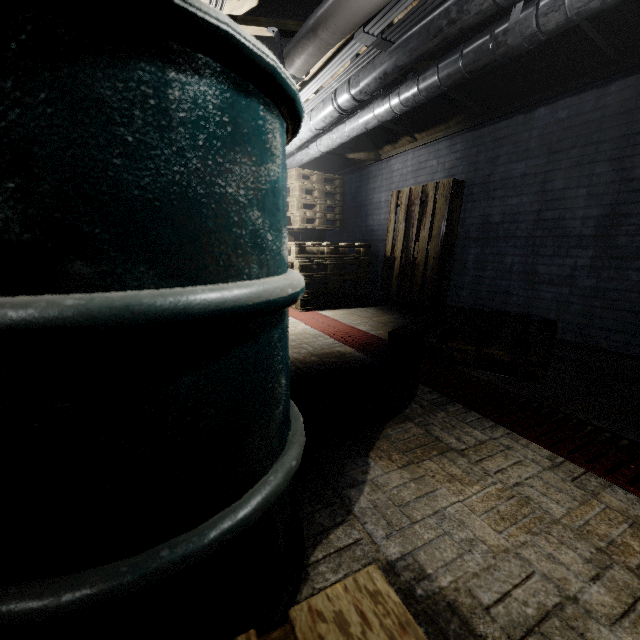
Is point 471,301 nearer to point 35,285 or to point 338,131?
point 338,131

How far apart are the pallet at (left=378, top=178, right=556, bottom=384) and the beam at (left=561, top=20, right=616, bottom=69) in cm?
79

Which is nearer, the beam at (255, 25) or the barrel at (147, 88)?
the barrel at (147, 88)

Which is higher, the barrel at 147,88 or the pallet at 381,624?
the barrel at 147,88

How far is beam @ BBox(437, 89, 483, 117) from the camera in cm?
297

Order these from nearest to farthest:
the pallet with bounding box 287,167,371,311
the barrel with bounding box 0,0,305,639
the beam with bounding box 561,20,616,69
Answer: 1. the barrel with bounding box 0,0,305,639
2. the beam with bounding box 561,20,616,69
3. the pallet with bounding box 287,167,371,311
